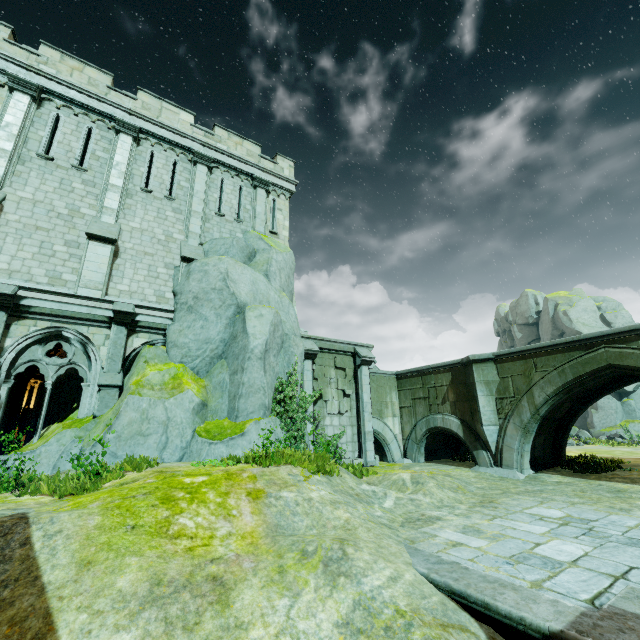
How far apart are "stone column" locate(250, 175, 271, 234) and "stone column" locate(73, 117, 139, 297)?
5.2m

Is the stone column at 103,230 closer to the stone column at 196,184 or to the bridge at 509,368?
the stone column at 196,184

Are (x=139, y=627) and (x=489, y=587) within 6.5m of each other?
yes

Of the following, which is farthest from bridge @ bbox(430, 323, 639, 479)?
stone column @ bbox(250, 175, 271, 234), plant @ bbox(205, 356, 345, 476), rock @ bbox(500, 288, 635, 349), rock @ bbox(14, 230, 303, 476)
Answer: rock @ bbox(500, 288, 635, 349)

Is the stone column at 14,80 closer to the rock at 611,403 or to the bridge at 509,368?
the bridge at 509,368

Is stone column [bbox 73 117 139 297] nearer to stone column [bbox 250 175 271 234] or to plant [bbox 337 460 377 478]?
stone column [bbox 250 175 271 234]

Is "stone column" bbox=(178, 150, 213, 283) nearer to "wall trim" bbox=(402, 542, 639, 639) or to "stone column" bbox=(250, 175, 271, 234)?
"stone column" bbox=(250, 175, 271, 234)

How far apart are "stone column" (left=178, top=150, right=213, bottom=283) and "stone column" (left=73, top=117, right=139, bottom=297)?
2.04m
